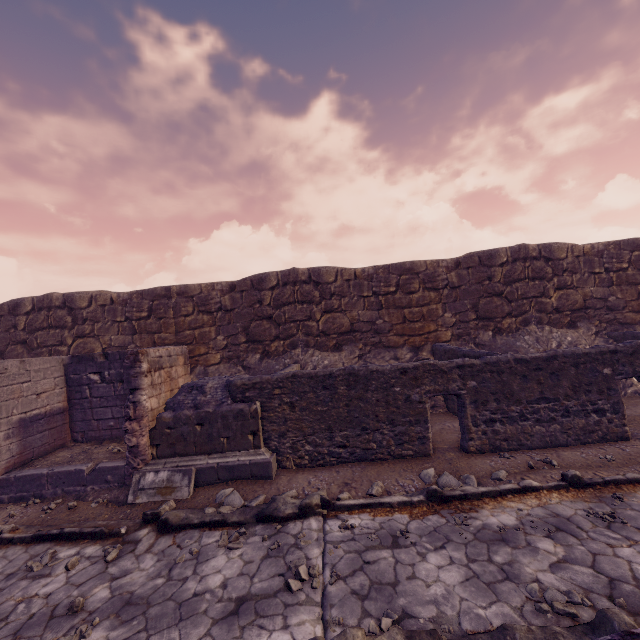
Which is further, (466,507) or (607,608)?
(466,507)

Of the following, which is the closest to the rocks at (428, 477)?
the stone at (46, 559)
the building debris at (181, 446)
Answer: the building debris at (181, 446)

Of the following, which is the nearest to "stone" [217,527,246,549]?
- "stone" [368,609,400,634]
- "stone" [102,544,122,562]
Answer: "stone" [102,544,122,562]

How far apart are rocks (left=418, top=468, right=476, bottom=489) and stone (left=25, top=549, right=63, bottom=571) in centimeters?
566cm

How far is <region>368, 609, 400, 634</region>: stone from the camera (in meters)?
3.04

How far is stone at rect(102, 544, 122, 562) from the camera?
4.5m

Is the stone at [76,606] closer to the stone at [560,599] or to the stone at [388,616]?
the stone at [388,616]

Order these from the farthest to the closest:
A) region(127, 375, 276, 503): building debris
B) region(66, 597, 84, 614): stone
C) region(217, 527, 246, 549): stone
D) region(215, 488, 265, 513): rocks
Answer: region(127, 375, 276, 503): building debris → region(215, 488, 265, 513): rocks → region(217, 527, 246, 549): stone → region(66, 597, 84, 614): stone
